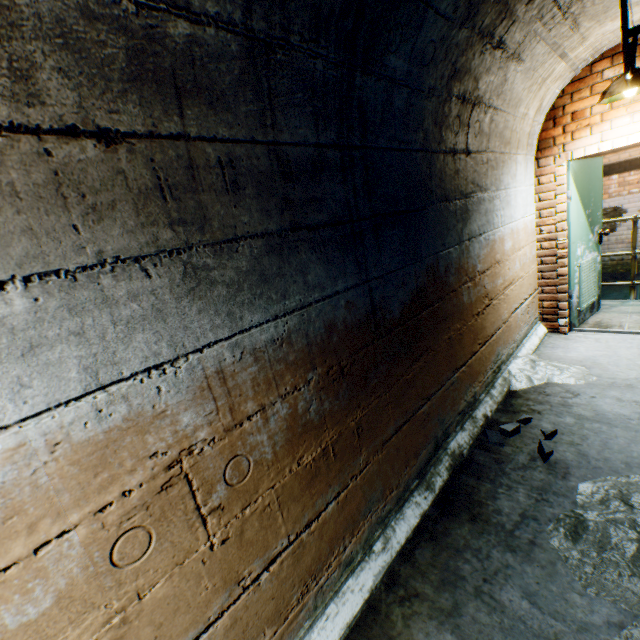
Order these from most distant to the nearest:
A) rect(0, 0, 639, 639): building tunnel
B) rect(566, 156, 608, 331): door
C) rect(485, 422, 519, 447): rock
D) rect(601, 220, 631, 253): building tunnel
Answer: rect(601, 220, 631, 253): building tunnel < rect(566, 156, 608, 331): door < rect(485, 422, 519, 447): rock < rect(0, 0, 639, 639): building tunnel

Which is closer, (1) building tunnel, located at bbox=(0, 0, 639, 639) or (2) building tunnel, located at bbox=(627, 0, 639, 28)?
(1) building tunnel, located at bbox=(0, 0, 639, 639)

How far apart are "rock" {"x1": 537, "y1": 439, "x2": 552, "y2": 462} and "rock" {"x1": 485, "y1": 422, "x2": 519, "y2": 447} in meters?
0.2 m

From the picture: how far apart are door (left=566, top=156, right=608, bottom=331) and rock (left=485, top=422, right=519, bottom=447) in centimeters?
220cm

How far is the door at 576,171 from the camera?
3.9m

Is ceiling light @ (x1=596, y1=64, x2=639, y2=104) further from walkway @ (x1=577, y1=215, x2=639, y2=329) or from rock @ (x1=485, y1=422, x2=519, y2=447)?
rock @ (x1=485, y1=422, x2=519, y2=447)

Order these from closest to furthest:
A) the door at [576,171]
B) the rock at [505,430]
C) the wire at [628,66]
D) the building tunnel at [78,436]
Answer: the building tunnel at [78,436] < the wire at [628,66] < the rock at [505,430] < the door at [576,171]

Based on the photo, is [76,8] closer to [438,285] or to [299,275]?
[299,275]
